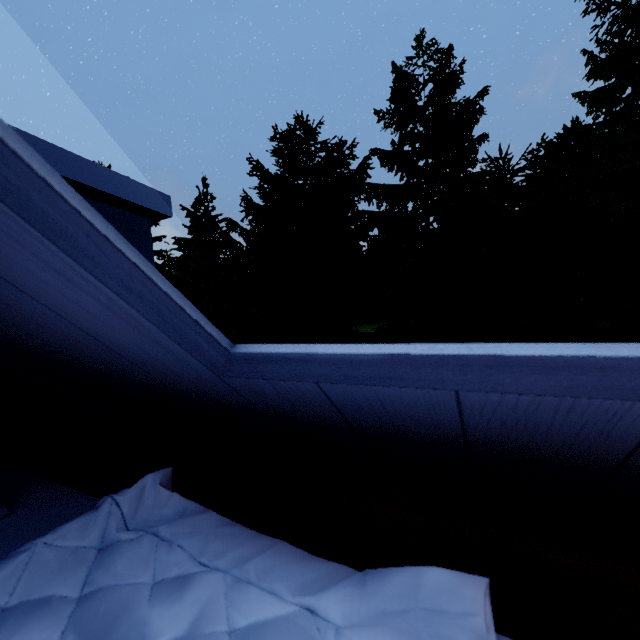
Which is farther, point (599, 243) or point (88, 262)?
point (599, 243)
